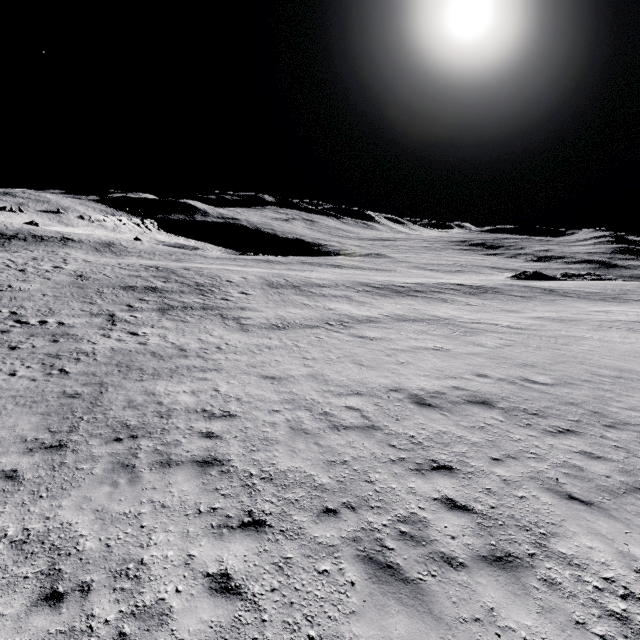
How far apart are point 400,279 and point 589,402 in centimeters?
3889cm
